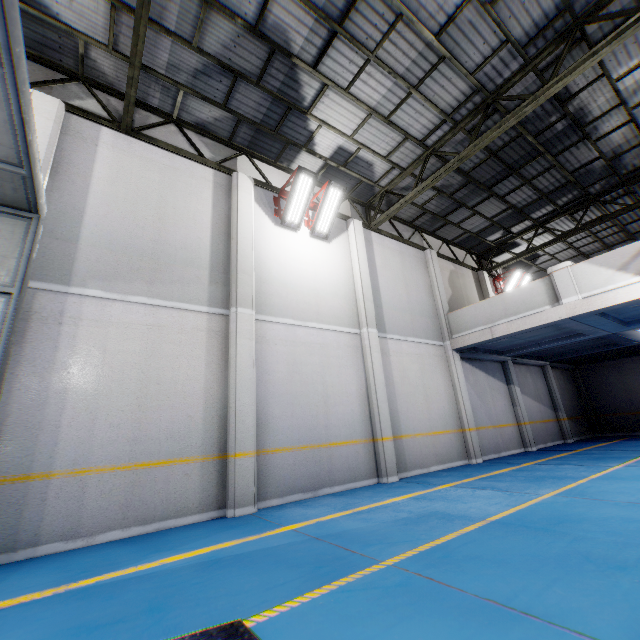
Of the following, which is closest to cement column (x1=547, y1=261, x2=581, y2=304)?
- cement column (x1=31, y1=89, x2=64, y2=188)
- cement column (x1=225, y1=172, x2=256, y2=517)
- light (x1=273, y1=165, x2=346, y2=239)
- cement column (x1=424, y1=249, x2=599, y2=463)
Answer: cement column (x1=424, y1=249, x2=599, y2=463)

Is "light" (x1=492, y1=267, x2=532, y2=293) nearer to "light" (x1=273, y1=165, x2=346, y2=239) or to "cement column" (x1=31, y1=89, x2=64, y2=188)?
"light" (x1=273, y1=165, x2=346, y2=239)

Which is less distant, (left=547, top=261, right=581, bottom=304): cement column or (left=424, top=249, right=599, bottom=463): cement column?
(left=547, top=261, right=581, bottom=304): cement column

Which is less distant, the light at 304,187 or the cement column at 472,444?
the light at 304,187

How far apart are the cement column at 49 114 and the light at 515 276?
16.9 meters

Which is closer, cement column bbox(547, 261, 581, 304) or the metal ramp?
the metal ramp

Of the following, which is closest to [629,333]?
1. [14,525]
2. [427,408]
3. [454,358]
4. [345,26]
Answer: [454,358]

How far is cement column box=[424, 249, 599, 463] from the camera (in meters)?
10.82
